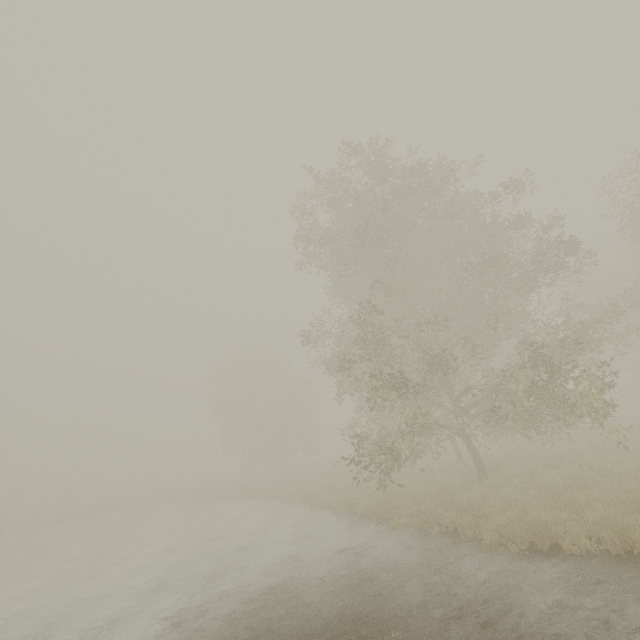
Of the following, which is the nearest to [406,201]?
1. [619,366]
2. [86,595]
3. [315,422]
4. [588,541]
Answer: [588,541]
